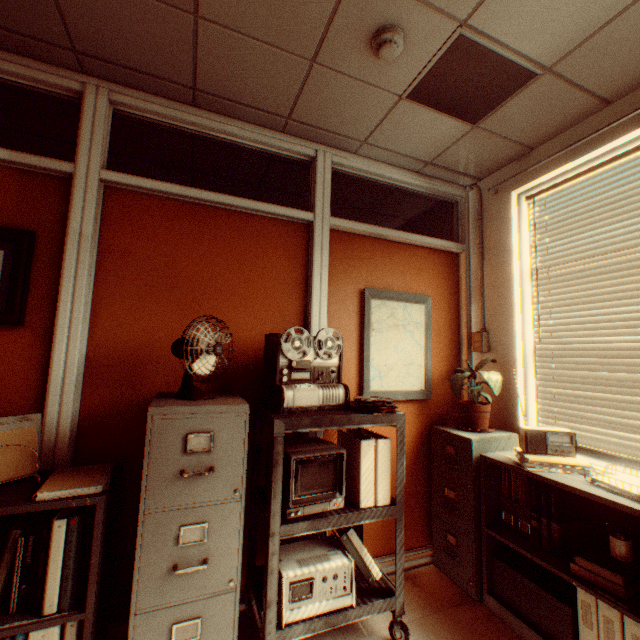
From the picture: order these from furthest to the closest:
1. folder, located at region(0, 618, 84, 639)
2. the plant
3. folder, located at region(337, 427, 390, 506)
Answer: the plant, folder, located at region(337, 427, 390, 506), folder, located at region(0, 618, 84, 639)

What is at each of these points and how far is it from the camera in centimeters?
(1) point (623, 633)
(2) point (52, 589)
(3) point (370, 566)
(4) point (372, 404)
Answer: (1) folder, 164cm
(2) folder, 147cm
(3) folder, 210cm
(4) reel, 215cm

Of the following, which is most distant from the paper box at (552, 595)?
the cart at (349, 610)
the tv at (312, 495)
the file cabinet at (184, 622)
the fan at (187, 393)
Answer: the fan at (187, 393)

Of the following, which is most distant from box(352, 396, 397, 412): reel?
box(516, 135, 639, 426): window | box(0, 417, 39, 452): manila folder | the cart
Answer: box(0, 417, 39, 452): manila folder

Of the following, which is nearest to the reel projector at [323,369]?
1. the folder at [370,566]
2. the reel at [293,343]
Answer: the reel at [293,343]

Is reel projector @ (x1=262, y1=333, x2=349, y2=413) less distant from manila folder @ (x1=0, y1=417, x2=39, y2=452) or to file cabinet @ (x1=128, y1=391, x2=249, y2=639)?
file cabinet @ (x1=128, y1=391, x2=249, y2=639)

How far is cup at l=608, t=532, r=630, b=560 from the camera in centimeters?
178cm

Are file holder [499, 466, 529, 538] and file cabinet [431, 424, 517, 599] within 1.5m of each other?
yes
